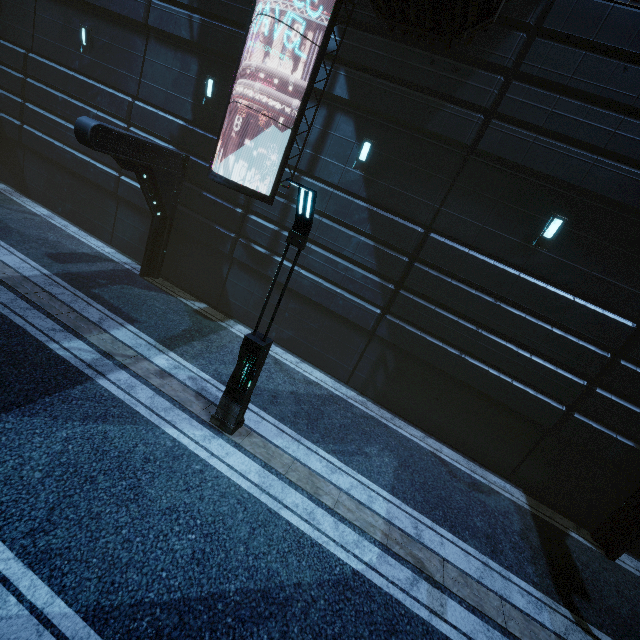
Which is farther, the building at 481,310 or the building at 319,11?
the building at 319,11

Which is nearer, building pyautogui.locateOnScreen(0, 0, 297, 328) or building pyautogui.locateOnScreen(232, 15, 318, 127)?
building pyautogui.locateOnScreen(232, 15, 318, 127)

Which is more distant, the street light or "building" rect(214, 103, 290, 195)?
"building" rect(214, 103, 290, 195)

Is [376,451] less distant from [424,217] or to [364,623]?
[364,623]

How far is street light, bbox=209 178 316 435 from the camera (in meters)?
5.67

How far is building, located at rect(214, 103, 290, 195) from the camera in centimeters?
1071cm

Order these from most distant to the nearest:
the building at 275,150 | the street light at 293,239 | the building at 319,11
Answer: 1. the building at 275,150
2. the building at 319,11
3. the street light at 293,239
